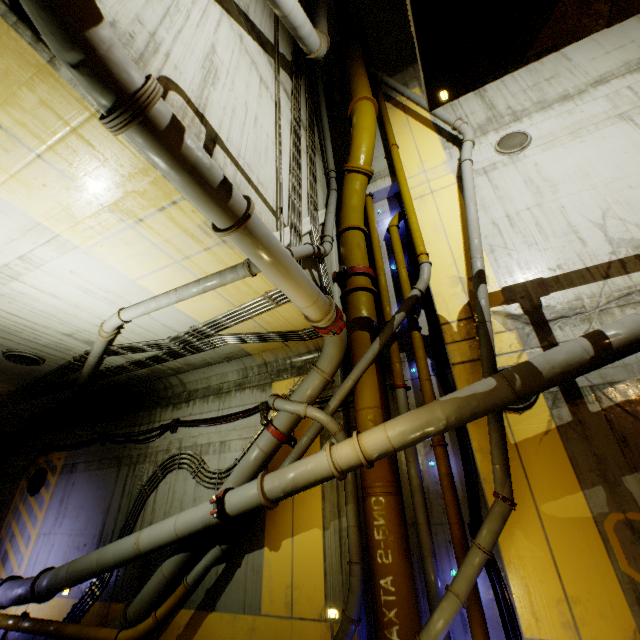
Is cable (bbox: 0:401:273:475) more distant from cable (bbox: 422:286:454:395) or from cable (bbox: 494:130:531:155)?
cable (bbox: 494:130:531:155)

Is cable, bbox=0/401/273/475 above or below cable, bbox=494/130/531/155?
below

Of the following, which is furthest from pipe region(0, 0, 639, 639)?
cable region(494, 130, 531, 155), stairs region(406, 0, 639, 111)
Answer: cable region(494, 130, 531, 155)

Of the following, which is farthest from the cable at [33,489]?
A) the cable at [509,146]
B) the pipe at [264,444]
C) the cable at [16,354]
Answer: the cable at [509,146]

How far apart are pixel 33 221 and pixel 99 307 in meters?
2.2

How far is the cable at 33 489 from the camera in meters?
10.3 m

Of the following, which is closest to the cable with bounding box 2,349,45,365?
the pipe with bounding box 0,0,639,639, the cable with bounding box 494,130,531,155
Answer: the pipe with bounding box 0,0,639,639

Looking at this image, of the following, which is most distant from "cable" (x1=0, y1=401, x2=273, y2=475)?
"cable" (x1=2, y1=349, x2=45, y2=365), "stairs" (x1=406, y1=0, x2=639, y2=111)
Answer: "stairs" (x1=406, y1=0, x2=639, y2=111)
